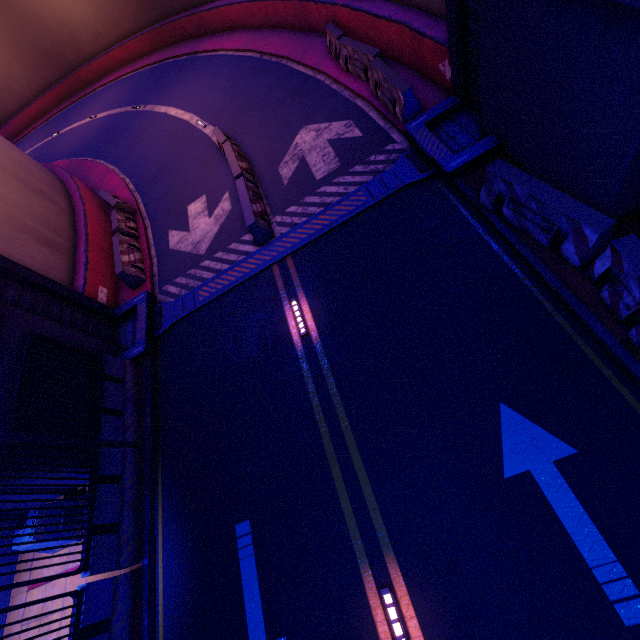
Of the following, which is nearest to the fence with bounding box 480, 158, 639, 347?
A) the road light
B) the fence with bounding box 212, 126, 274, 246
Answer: the fence with bounding box 212, 126, 274, 246

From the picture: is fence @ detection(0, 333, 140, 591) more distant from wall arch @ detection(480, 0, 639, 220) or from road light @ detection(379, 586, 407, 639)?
road light @ detection(379, 586, 407, 639)

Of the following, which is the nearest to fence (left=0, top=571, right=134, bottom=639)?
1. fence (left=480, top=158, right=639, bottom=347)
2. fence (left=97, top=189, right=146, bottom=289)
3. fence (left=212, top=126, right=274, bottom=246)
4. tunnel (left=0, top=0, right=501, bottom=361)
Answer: tunnel (left=0, top=0, right=501, bottom=361)

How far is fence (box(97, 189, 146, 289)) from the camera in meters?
11.5 m

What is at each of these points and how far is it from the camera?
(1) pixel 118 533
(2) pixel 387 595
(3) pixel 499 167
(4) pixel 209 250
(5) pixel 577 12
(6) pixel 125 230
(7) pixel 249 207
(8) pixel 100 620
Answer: (1) fence, 7.0 meters
(2) road light, 5.1 meters
(3) fence, 6.4 meters
(4) tunnel, 11.2 meters
(5) wall arch, 4.3 meters
(6) fence, 13.0 meters
(7) fence, 9.8 meters
(8) fence, 6.1 meters

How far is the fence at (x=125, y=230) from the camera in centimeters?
1150cm

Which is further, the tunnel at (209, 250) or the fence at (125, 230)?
the fence at (125, 230)

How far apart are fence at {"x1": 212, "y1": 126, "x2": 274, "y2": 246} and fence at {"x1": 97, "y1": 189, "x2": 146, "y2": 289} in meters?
4.5 m
